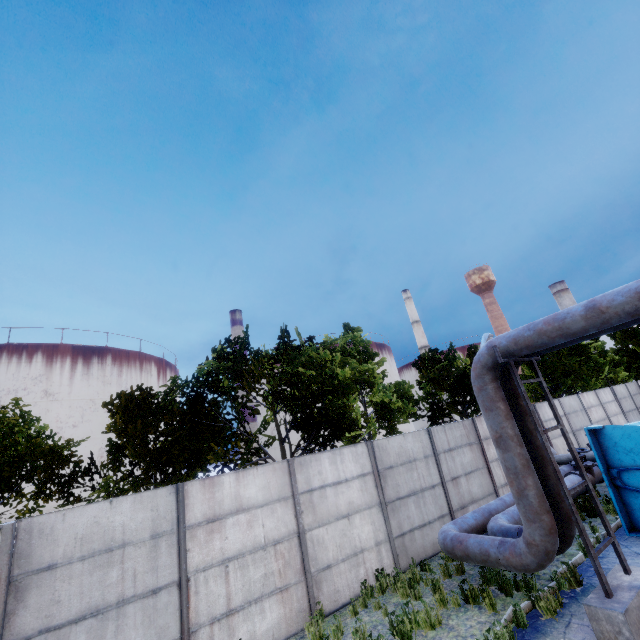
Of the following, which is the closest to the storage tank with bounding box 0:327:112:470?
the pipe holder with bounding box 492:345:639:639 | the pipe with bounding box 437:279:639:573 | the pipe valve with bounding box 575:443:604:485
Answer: the pipe with bounding box 437:279:639:573

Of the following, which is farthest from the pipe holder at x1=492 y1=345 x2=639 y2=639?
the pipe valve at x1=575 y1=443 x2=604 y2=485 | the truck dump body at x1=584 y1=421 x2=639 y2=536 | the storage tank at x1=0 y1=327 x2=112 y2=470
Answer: the storage tank at x1=0 y1=327 x2=112 y2=470

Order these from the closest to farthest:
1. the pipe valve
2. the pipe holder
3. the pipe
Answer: the pipe holder
the pipe
the pipe valve

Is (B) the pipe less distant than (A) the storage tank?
Yes

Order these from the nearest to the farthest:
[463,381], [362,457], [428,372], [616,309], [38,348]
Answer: [616,309] → [362,457] → [463,381] → [428,372] → [38,348]

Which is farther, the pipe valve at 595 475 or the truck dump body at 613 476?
the pipe valve at 595 475

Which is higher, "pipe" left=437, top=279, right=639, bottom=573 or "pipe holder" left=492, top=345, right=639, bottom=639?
"pipe" left=437, top=279, right=639, bottom=573

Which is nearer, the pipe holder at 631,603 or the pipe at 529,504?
the pipe holder at 631,603
